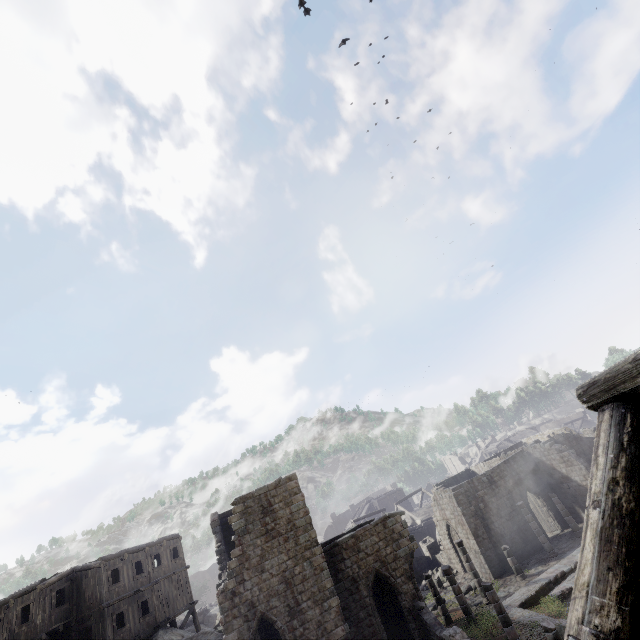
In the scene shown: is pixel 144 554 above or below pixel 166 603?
above

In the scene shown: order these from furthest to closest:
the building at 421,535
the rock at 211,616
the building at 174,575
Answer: the building at 174,575
the rock at 211,616
the building at 421,535

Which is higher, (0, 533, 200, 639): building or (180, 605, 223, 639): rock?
(0, 533, 200, 639): building

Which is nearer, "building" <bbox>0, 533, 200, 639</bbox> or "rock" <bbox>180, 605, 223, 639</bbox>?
"rock" <bbox>180, 605, 223, 639</bbox>

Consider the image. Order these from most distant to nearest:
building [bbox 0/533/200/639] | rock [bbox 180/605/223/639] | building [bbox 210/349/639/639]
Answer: building [bbox 0/533/200/639] → rock [bbox 180/605/223/639] → building [bbox 210/349/639/639]

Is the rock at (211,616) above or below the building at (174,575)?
below

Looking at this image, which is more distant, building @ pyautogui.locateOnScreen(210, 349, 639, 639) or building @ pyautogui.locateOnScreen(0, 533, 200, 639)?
building @ pyautogui.locateOnScreen(0, 533, 200, 639)
